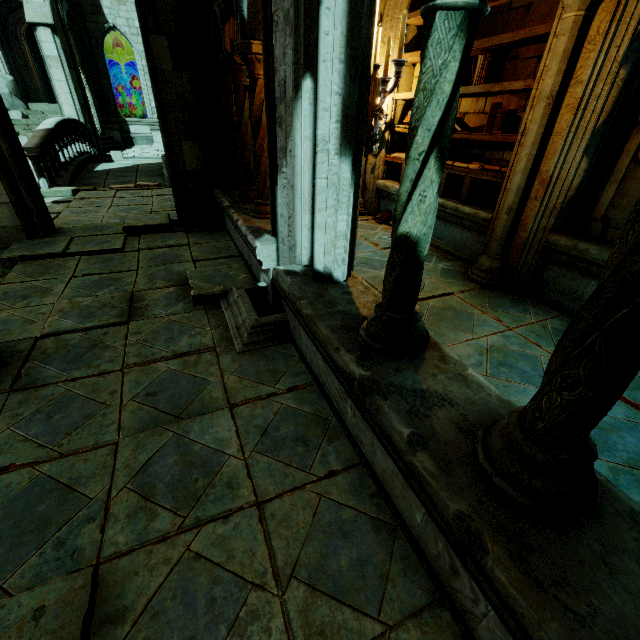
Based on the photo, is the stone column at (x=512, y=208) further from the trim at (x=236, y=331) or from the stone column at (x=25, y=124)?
the stone column at (x=25, y=124)

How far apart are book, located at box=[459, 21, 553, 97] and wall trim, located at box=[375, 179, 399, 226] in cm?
149

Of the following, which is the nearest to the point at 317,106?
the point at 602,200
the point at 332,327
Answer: the point at 332,327

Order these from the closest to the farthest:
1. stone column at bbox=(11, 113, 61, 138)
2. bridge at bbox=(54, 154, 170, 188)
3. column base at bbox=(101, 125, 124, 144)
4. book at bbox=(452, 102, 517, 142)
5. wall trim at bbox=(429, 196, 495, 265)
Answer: book at bbox=(452, 102, 517, 142), wall trim at bbox=(429, 196, 495, 265), bridge at bbox=(54, 154, 170, 188), stone column at bbox=(11, 113, 61, 138), column base at bbox=(101, 125, 124, 144)

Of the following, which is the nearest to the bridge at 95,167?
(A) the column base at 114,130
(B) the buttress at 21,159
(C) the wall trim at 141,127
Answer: (B) the buttress at 21,159

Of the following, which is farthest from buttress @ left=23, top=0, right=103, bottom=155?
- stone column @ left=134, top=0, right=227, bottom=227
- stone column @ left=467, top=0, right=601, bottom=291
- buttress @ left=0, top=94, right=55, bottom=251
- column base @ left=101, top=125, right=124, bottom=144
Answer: stone column @ left=467, top=0, right=601, bottom=291

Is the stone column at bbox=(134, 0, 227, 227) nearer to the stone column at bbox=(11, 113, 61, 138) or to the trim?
the trim

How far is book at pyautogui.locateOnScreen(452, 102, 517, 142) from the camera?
4.4m
